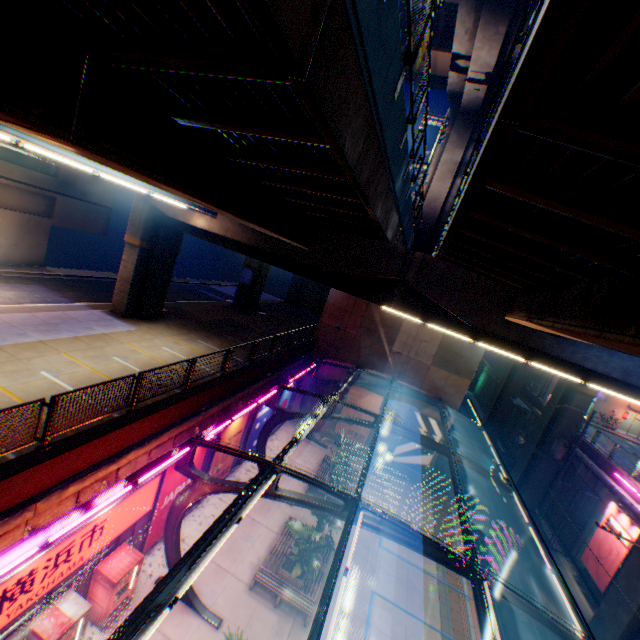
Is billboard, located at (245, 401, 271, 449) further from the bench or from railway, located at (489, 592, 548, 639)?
railway, located at (489, 592, 548, 639)

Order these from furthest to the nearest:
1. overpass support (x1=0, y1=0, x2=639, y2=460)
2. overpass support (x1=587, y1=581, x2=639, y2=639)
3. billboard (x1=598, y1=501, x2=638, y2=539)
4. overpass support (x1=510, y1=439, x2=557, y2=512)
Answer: overpass support (x1=510, y1=439, x2=557, y2=512)
billboard (x1=598, y1=501, x2=638, y2=539)
overpass support (x1=587, y1=581, x2=639, y2=639)
overpass support (x1=0, y1=0, x2=639, y2=460)

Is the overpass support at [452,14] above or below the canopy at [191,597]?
above

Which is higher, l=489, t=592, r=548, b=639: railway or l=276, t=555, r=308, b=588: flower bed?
l=276, t=555, r=308, b=588: flower bed

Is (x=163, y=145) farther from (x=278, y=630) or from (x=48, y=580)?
(x=278, y=630)

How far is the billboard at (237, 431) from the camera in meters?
16.0

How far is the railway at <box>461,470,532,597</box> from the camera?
20.6 meters
